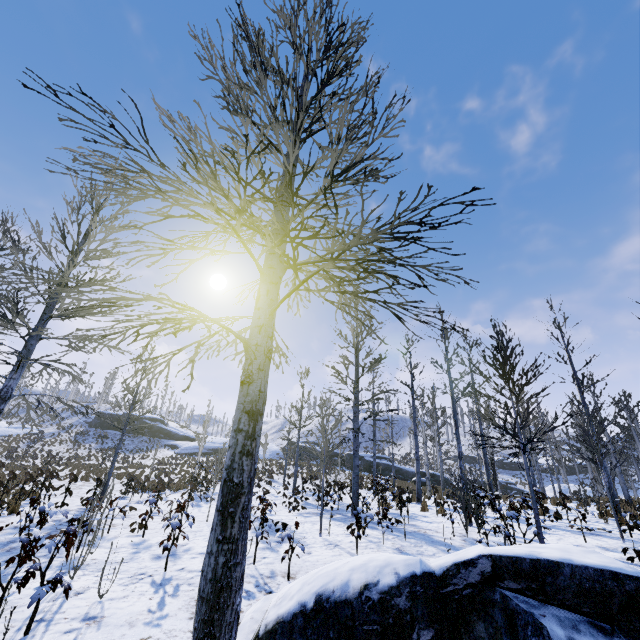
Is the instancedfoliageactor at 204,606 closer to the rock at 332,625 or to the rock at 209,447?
the rock at 332,625

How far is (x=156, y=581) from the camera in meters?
5.4

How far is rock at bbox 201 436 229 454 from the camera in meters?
41.9 m

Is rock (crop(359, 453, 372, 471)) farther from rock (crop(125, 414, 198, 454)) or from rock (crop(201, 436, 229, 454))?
rock (crop(125, 414, 198, 454))

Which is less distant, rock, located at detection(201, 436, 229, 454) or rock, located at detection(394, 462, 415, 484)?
rock, located at detection(394, 462, 415, 484)

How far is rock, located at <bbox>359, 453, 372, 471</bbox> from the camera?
38.6 meters

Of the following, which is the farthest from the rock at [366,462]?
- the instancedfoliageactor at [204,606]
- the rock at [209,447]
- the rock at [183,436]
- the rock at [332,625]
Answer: the rock at [332,625]

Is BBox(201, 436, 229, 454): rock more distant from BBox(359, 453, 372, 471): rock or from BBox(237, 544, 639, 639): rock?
BBox(237, 544, 639, 639): rock
